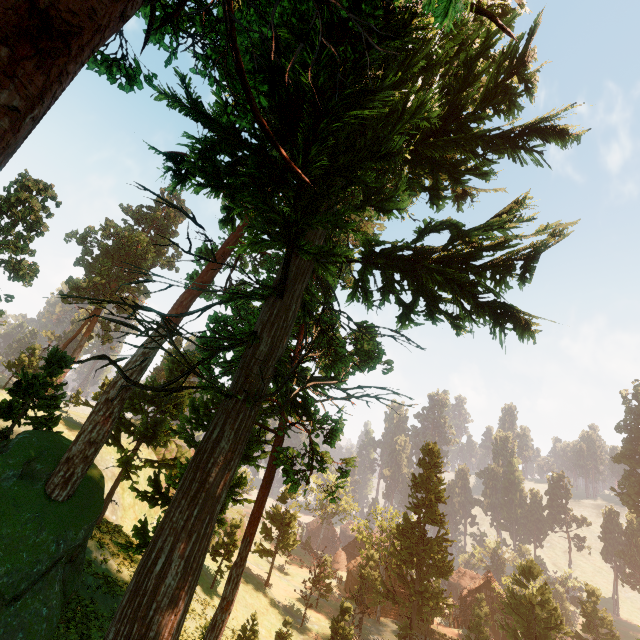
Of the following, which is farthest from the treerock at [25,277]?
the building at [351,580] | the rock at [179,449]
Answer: the rock at [179,449]

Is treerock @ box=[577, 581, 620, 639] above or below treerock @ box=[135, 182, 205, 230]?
below

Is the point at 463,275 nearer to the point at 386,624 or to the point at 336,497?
the point at 336,497

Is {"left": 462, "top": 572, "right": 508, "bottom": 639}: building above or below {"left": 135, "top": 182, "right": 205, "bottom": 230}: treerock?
below

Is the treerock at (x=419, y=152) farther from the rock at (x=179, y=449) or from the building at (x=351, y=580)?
the rock at (x=179, y=449)

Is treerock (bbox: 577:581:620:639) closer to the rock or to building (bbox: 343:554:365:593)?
building (bbox: 343:554:365:593)

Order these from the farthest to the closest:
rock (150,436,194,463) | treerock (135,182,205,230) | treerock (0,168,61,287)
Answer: rock (150,436,194,463) → treerock (0,168,61,287) → treerock (135,182,205,230)
